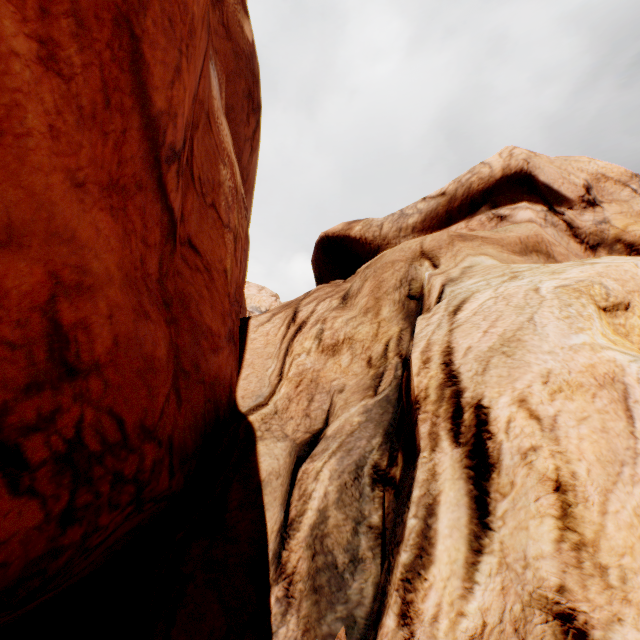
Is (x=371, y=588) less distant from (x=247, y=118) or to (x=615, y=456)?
(x=615, y=456)
